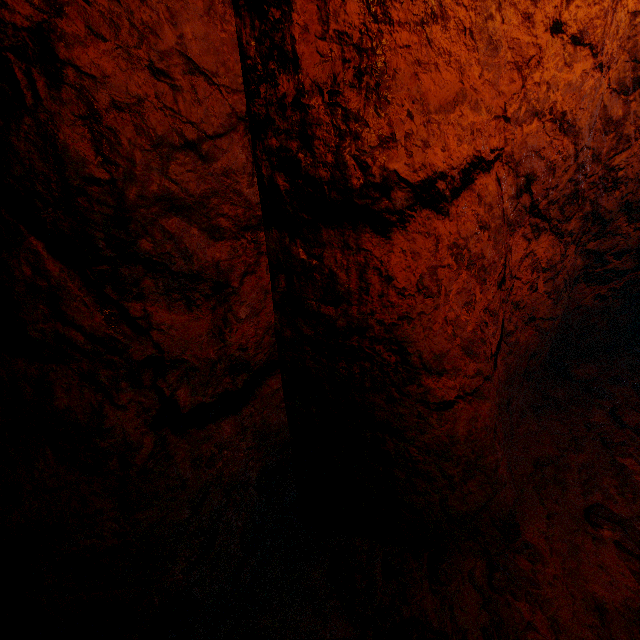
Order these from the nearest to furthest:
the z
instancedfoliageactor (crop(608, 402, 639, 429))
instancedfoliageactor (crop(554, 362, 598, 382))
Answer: the z < instancedfoliageactor (crop(608, 402, 639, 429)) < instancedfoliageactor (crop(554, 362, 598, 382))

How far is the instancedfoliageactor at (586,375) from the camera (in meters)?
3.02

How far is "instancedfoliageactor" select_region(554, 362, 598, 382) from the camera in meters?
3.0

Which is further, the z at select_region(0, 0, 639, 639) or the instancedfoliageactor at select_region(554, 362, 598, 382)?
the instancedfoliageactor at select_region(554, 362, 598, 382)

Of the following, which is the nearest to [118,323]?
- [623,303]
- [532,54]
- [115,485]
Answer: [115,485]

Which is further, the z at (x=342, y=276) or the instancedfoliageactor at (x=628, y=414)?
the instancedfoliageactor at (x=628, y=414)

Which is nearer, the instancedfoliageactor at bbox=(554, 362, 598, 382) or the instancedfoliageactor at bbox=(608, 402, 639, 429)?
the instancedfoliageactor at bbox=(608, 402, 639, 429)

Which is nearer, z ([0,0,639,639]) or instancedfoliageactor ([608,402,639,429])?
z ([0,0,639,639])
